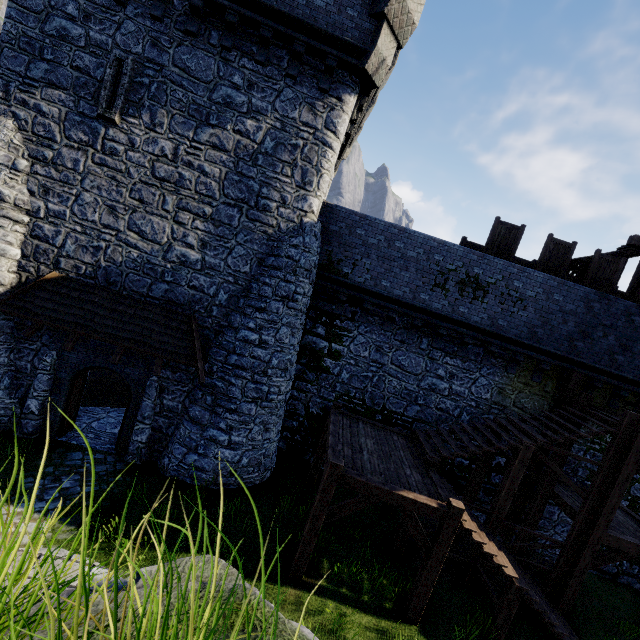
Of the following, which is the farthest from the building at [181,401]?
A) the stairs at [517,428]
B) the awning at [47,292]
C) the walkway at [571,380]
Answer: the walkway at [571,380]

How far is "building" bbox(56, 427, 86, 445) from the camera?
10.57m

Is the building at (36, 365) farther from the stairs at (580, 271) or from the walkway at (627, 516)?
the walkway at (627, 516)

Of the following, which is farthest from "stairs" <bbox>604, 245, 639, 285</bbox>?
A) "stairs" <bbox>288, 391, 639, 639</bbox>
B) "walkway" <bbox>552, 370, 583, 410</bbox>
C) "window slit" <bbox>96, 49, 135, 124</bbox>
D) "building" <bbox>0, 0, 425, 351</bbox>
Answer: "window slit" <bbox>96, 49, 135, 124</bbox>

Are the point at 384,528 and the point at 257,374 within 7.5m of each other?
yes

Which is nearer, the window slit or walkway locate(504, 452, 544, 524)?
the window slit

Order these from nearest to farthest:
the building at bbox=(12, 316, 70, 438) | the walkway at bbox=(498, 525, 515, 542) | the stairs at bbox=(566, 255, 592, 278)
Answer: the building at bbox=(12, 316, 70, 438) → the walkway at bbox=(498, 525, 515, 542) → the stairs at bbox=(566, 255, 592, 278)

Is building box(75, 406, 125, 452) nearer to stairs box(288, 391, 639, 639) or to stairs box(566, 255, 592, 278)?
stairs box(288, 391, 639, 639)
